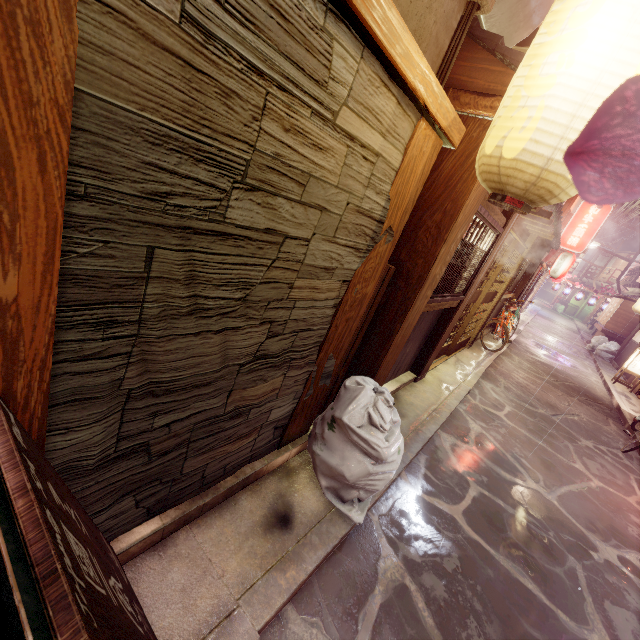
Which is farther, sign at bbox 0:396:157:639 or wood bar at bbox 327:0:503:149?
wood bar at bbox 327:0:503:149

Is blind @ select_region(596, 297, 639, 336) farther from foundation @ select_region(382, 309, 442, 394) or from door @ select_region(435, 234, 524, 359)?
foundation @ select_region(382, 309, 442, 394)

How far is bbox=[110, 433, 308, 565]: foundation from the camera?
3.3 meters

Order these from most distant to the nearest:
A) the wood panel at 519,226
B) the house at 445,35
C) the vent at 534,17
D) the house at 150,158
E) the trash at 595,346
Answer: the trash at 595,346, the wood panel at 519,226, the vent at 534,17, the house at 445,35, the house at 150,158

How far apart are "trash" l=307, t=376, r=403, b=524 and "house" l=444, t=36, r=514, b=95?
4.49m

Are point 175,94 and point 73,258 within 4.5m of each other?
yes

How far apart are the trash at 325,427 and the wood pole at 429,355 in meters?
4.4

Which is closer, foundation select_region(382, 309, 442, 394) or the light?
foundation select_region(382, 309, 442, 394)
